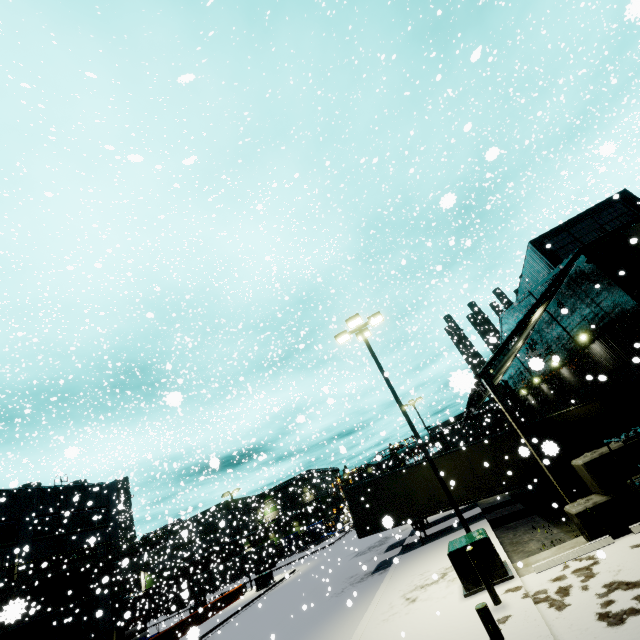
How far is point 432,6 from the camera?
25.6 meters

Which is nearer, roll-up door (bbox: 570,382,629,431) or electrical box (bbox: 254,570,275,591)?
roll-up door (bbox: 570,382,629,431)

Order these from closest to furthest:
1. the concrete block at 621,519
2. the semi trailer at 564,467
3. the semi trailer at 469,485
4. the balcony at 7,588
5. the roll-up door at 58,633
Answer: the concrete block at 621,519 < the semi trailer at 564,467 < the semi trailer at 469,485 < the roll-up door at 58,633 < the balcony at 7,588

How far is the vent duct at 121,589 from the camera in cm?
2842

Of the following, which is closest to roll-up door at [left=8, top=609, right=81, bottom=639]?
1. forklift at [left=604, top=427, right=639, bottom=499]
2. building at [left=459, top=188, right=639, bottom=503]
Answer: building at [left=459, top=188, right=639, bottom=503]

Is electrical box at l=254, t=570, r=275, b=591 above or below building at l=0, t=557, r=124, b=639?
below

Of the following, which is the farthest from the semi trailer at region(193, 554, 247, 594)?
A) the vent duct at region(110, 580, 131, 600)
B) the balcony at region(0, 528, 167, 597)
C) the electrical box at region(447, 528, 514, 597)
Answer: the electrical box at region(447, 528, 514, 597)

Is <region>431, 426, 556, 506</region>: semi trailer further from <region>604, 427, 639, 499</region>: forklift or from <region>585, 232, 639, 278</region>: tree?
<region>585, 232, 639, 278</region>: tree
